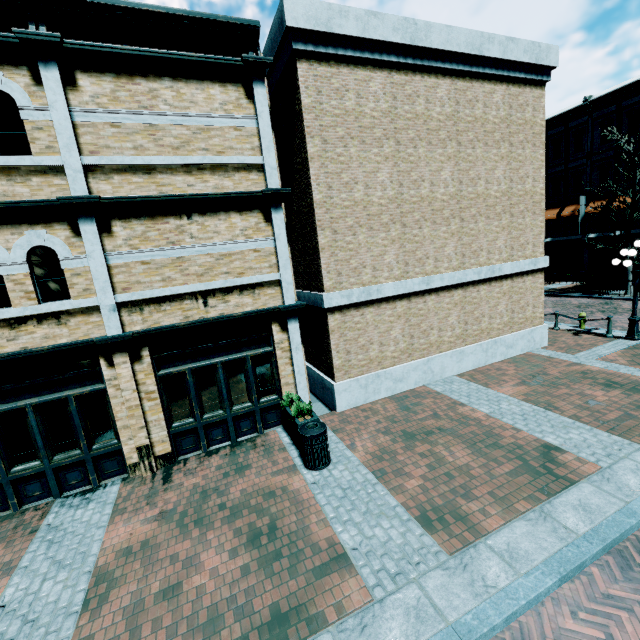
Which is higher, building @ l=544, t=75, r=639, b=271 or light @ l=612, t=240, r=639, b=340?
building @ l=544, t=75, r=639, b=271

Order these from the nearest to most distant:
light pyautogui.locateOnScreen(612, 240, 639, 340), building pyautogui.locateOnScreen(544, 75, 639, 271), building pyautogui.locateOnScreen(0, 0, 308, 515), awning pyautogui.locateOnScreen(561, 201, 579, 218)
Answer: building pyautogui.locateOnScreen(0, 0, 308, 515) → light pyautogui.locateOnScreen(612, 240, 639, 340) → building pyautogui.locateOnScreen(544, 75, 639, 271) → awning pyautogui.locateOnScreen(561, 201, 579, 218)

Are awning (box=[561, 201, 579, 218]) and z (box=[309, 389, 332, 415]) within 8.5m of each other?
no

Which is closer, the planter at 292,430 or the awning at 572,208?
the planter at 292,430

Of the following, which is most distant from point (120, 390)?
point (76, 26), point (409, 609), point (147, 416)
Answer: point (76, 26)

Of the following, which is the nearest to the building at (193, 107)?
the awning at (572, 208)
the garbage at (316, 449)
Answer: the awning at (572, 208)

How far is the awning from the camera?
25.3m

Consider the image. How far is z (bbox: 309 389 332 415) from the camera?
10.0 meters
